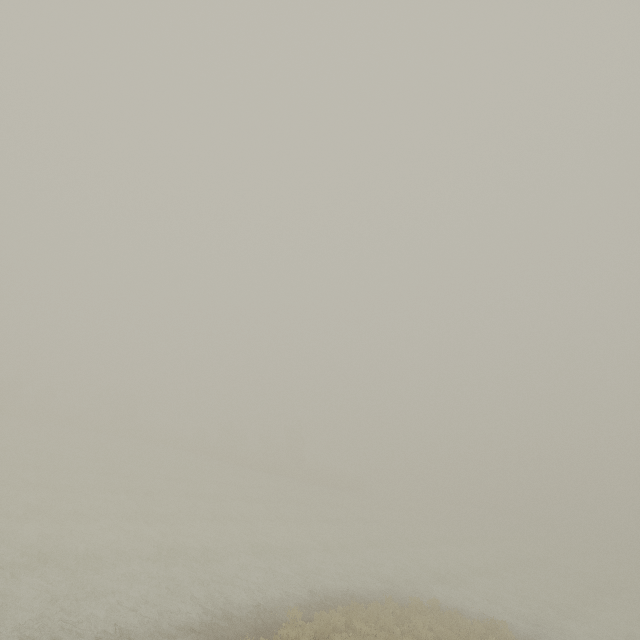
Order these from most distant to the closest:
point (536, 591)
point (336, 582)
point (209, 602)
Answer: point (536, 591), point (336, 582), point (209, 602)
